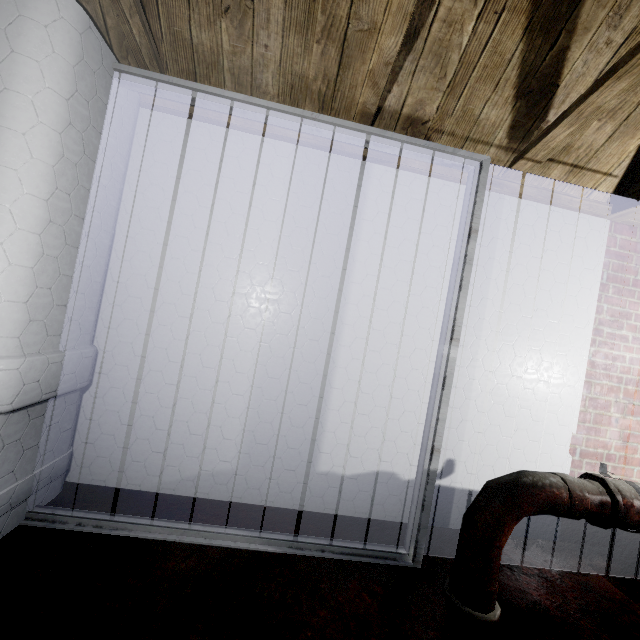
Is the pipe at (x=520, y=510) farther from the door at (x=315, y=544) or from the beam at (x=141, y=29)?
the beam at (x=141, y=29)

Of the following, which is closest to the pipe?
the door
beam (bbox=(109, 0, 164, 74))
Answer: the door

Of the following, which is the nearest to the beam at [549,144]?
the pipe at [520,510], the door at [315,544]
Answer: the door at [315,544]

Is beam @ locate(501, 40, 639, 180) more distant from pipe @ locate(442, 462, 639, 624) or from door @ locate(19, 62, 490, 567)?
pipe @ locate(442, 462, 639, 624)

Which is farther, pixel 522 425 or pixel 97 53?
pixel 522 425

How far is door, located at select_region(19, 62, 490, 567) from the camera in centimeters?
139cm
